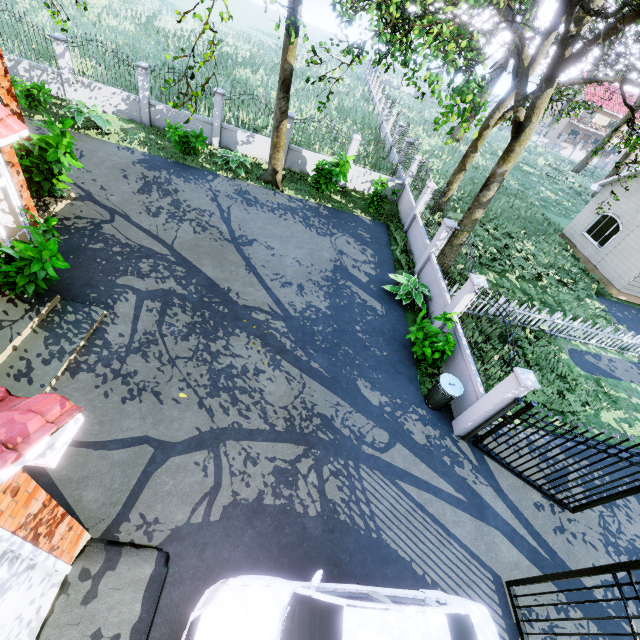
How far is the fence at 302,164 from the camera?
15.20m

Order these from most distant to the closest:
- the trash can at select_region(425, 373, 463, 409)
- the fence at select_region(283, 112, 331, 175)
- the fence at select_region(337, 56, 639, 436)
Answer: the fence at select_region(283, 112, 331, 175), the trash can at select_region(425, 373, 463, 409), the fence at select_region(337, 56, 639, 436)

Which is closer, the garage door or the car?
the garage door

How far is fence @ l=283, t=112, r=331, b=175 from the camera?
15.20m

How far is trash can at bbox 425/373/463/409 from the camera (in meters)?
8.05

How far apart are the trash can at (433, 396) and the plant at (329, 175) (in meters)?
9.54

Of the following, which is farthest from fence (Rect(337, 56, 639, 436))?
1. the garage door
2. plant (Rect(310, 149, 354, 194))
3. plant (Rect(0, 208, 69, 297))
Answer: plant (Rect(0, 208, 69, 297))

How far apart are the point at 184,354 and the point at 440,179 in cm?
2009
